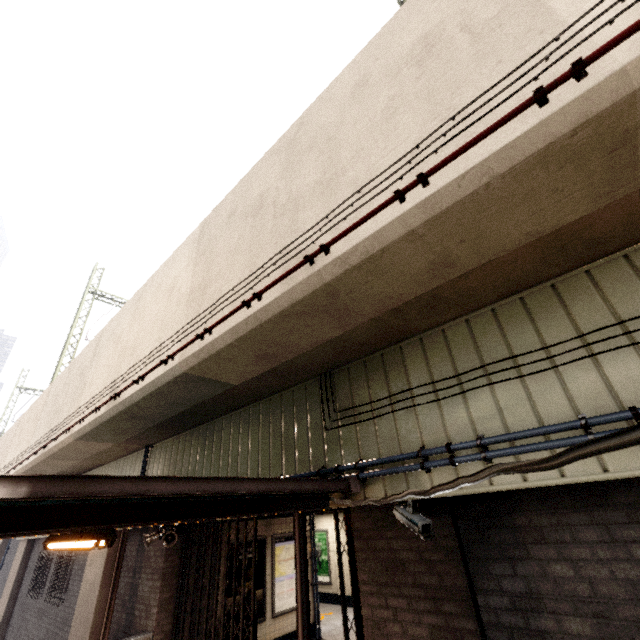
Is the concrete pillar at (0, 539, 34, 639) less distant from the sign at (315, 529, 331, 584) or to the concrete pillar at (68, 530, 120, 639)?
the concrete pillar at (68, 530, 120, 639)

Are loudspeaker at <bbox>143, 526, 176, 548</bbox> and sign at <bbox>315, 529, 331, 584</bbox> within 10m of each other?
yes

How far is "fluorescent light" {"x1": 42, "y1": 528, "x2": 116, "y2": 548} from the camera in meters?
3.5 m

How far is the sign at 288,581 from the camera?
8.5 meters

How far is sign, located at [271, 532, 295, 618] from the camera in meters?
8.5

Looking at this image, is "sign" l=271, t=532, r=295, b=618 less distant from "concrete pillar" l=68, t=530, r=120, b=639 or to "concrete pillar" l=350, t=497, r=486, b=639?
"concrete pillar" l=68, t=530, r=120, b=639

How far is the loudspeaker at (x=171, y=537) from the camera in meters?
6.7 m

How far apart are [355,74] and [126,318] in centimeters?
664cm
